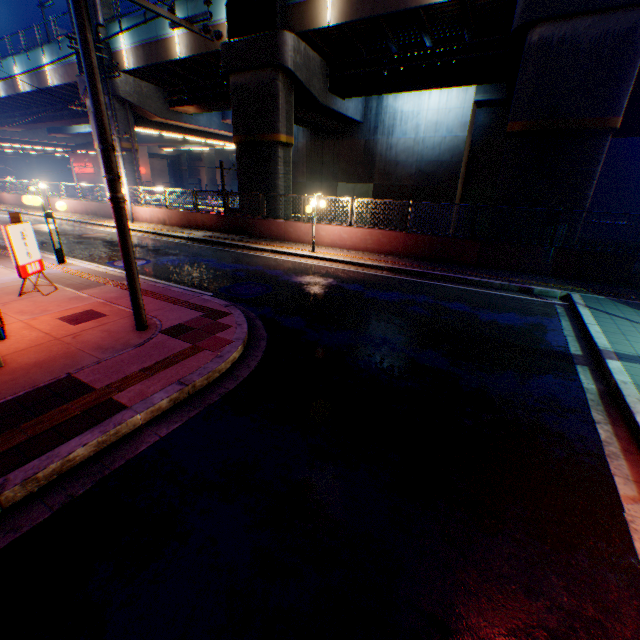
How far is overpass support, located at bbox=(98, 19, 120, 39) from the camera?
20.3 meters

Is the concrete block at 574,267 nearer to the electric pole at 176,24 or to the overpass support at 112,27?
the overpass support at 112,27

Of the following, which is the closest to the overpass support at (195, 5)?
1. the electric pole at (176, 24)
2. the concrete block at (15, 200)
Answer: the concrete block at (15, 200)

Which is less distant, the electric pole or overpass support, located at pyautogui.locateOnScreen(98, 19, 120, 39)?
the electric pole

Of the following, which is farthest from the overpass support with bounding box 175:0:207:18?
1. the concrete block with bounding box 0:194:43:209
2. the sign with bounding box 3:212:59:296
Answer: the sign with bounding box 3:212:59:296

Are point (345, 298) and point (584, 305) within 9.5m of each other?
yes

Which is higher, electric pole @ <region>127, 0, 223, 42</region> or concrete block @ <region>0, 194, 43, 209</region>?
electric pole @ <region>127, 0, 223, 42</region>

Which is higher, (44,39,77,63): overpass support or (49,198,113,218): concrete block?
(44,39,77,63): overpass support
